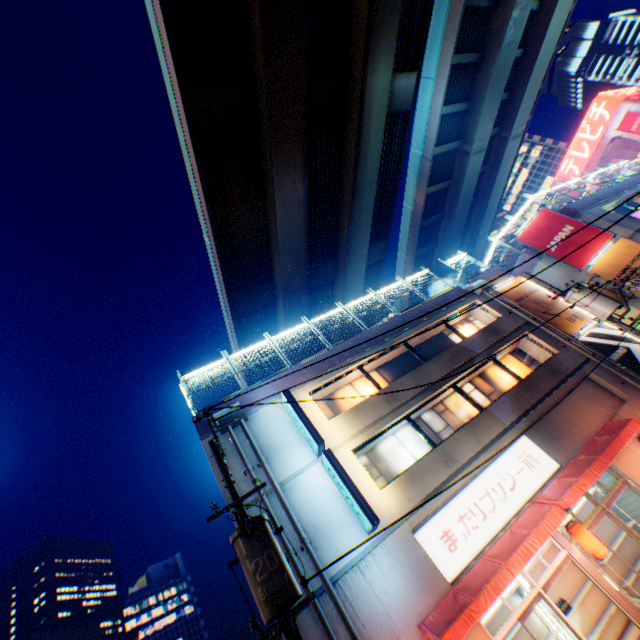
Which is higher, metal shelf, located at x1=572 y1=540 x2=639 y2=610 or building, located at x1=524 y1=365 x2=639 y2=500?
building, located at x1=524 y1=365 x2=639 y2=500

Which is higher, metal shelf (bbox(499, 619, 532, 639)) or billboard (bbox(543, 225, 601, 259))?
billboard (bbox(543, 225, 601, 259))

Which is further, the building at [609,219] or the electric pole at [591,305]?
the building at [609,219]

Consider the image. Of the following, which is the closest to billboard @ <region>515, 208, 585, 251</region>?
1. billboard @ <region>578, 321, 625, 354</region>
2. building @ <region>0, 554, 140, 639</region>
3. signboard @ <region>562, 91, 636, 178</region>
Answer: billboard @ <region>578, 321, 625, 354</region>

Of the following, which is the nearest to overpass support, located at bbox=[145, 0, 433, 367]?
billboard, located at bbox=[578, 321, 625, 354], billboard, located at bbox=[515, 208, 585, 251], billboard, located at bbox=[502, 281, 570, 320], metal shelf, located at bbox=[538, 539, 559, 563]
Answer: billboard, located at bbox=[515, 208, 585, 251]

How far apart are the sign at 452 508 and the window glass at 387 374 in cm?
436

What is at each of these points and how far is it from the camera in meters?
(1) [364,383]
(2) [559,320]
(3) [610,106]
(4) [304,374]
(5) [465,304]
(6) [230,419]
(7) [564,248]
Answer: (1) window glass, 14.9 m
(2) billboard, 16.6 m
(3) signboard, 51.9 m
(4) concrete block, 14.0 m
(5) building, 17.7 m
(6) ventilation tube, 11.9 m
(7) billboard, 20.1 m

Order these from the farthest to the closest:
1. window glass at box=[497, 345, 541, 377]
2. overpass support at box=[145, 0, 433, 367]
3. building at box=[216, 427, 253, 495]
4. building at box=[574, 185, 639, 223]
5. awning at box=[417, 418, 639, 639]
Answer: building at box=[574, 185, 639, 223] < overpass support at box=[145, 0, 433, 367] < window glass at box=[497, 345, 541, 377] < building at box=[216, 427, 253, 495] < awning at box=[417, 418, 639, 639]
